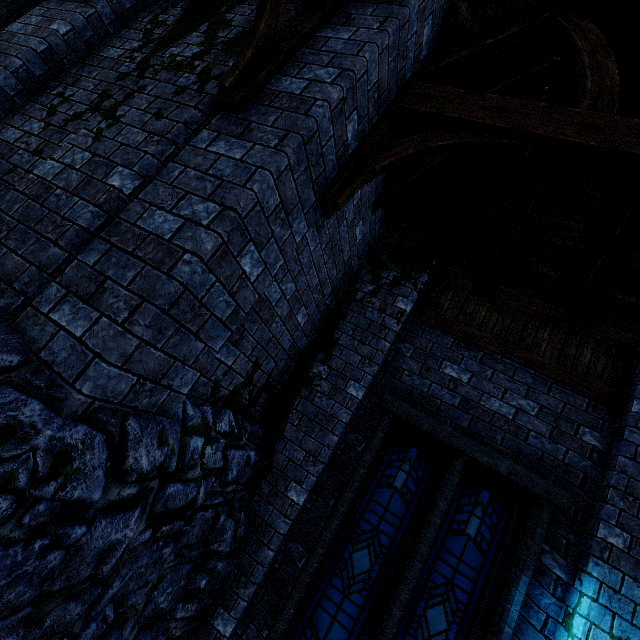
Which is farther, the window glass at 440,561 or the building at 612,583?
the window glass at 440,561

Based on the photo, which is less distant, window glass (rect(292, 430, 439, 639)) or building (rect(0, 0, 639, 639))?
building (rect(0, 0, 639, 639))

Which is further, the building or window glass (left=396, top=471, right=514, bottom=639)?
window glass (left=396, top=471, right=514, bottom=639)

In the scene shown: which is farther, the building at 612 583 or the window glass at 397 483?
the window glass at 397 483

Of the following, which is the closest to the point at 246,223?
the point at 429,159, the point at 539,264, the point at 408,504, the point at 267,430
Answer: the point at 267,430
